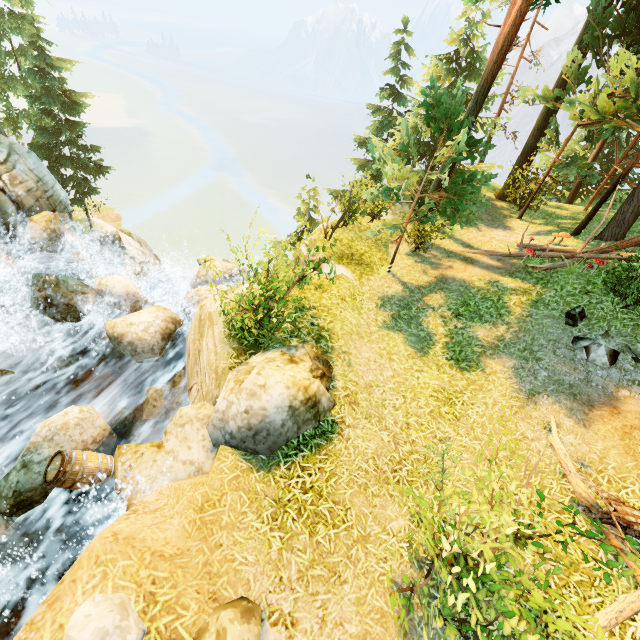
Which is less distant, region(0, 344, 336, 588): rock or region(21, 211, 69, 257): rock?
region(0, 344, 336, 588): rock

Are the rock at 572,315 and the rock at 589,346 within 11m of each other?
yes

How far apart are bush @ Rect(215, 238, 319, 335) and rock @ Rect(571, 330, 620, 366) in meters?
7.2 m

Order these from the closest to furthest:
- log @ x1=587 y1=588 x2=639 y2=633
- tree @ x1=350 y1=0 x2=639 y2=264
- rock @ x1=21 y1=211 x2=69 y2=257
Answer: log @ x1=587 y1=588 x2=639 y2=633
tree @ x1=350 y1=0 x2=639 y2=264
rock @ x1=21 y1=211 x2=69 y2=257

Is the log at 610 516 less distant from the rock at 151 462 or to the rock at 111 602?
the rock at 151 462

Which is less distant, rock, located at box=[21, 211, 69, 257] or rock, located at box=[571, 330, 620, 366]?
rock, located at box=[571, 330, 620, 366]

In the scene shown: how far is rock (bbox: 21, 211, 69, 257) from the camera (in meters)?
13.98

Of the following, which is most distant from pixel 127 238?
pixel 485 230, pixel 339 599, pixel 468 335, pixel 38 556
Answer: pixel 339 599
